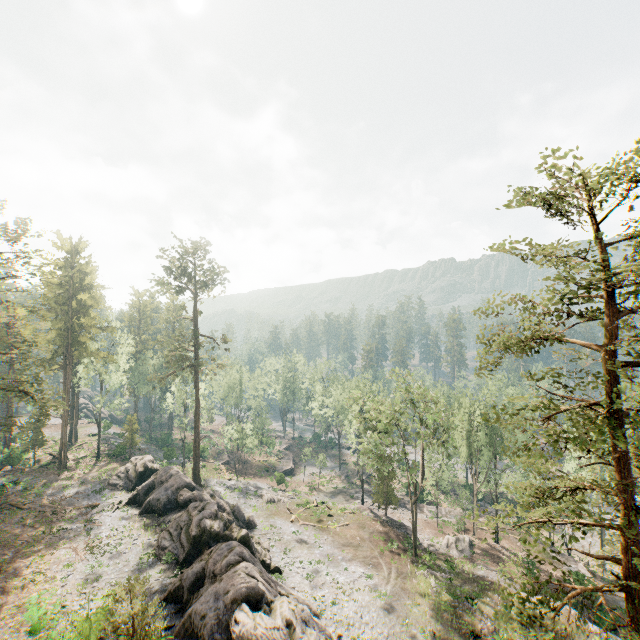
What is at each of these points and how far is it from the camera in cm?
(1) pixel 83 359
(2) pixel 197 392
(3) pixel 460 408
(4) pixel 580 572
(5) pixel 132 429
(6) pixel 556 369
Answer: (1) foliage, 4578
(2) foliage, 4528
(3) foliage, 4412
(4) ground embankment, 3622
(5) foliage, 5012
(6) foliage, 1179

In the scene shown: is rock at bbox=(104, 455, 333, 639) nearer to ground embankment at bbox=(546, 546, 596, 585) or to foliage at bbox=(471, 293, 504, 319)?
foliage at bbox=(471, 293, 504, 319)

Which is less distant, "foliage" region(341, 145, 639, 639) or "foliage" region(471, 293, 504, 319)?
"foliage" region(341, 145, 639, 639)

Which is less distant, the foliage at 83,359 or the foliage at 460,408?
the foliage at 460,408

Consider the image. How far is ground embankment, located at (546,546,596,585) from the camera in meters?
31.4

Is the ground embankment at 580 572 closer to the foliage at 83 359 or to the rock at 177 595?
the foliage at 83 359
